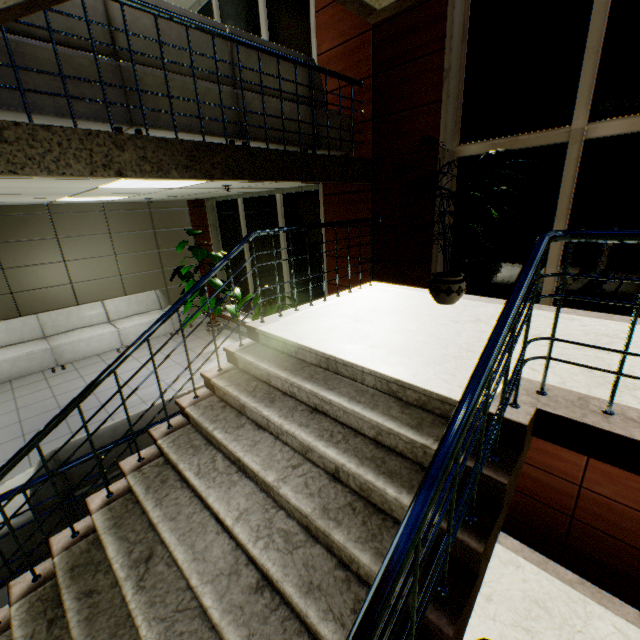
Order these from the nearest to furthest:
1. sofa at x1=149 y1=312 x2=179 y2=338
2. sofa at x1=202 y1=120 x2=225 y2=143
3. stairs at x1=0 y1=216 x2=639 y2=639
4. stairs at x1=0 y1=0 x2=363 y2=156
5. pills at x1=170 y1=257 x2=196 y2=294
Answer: stairs at x1=0 y1=216 x2=639 y2=639 → stairs at x1=0 y1=0 x2=363 y2=156 → sofa at x1=202 y1=120 x2=225 y2=143 → pills at x1=170 y1=257 x2=196 y2=294 → sofa at x1=149 y1=312 x2=179 y2=338

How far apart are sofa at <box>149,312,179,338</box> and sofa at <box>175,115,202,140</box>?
5.0m

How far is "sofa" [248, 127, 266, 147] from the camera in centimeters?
341cm

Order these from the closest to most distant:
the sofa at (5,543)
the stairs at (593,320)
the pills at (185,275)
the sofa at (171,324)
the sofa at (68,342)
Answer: the stairs at (593,320) → the sofa at (5,543) → the sofa at (68,342) → the pills at (185,275) → the sofa at (171,324)

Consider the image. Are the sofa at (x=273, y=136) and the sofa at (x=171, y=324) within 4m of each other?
no

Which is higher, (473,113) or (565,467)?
(473,113)

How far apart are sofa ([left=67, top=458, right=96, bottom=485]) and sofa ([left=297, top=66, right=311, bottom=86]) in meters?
2.5 m
